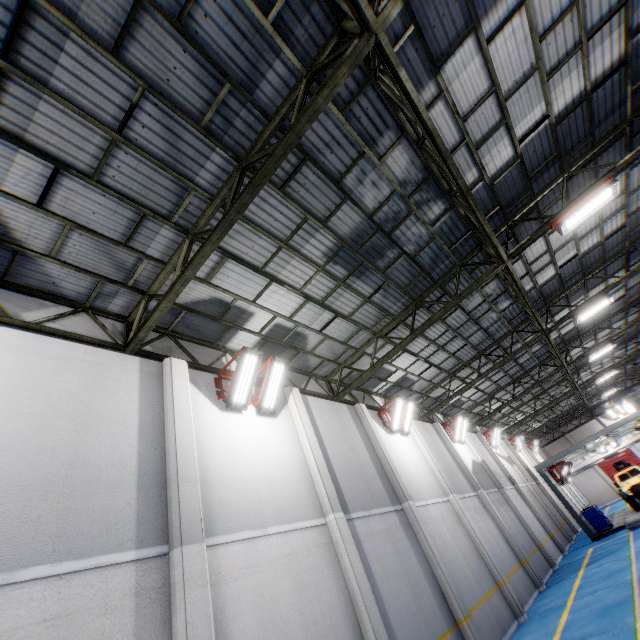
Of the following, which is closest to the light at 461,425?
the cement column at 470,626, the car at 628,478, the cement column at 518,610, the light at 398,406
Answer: the cement column at 518,610

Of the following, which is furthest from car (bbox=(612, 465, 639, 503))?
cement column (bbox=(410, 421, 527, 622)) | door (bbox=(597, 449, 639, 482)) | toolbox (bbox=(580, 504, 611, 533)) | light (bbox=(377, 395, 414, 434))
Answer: door (bbox=(597, 449, 639, 482))

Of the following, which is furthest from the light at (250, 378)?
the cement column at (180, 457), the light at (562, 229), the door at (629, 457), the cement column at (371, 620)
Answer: the door at (629, 457)

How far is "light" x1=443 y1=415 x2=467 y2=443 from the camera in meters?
19.1

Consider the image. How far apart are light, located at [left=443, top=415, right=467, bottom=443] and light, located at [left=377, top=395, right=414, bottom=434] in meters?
6.7 m

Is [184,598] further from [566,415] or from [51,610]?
[566,415]

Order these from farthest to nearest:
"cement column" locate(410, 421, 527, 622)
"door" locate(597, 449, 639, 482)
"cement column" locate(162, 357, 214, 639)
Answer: "door" locate(597, 449, 639, 482) < "cement column" locate(410, 421, 527, 622) < "cement column" locate(162, 357, 214, 639)

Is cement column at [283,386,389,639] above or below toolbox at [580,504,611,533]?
above
